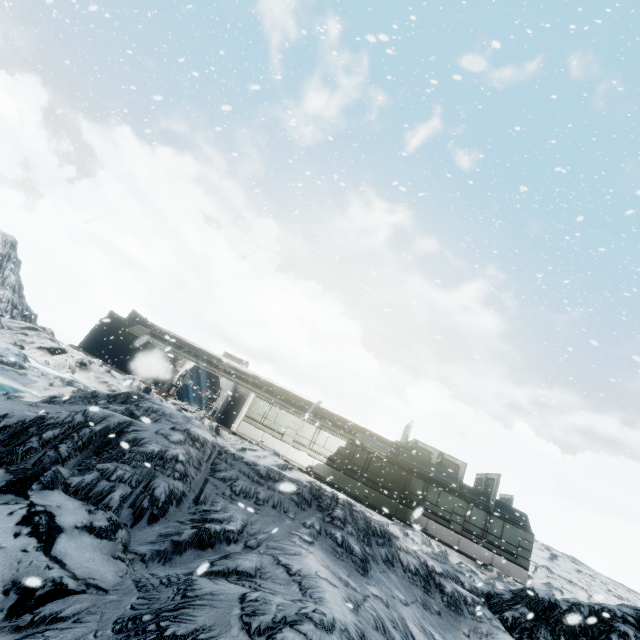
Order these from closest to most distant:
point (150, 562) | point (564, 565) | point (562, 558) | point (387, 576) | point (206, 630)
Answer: point (206, 630)
point (150, 562)
point (387, 576)
point (564, 565)
point (562, 558)
